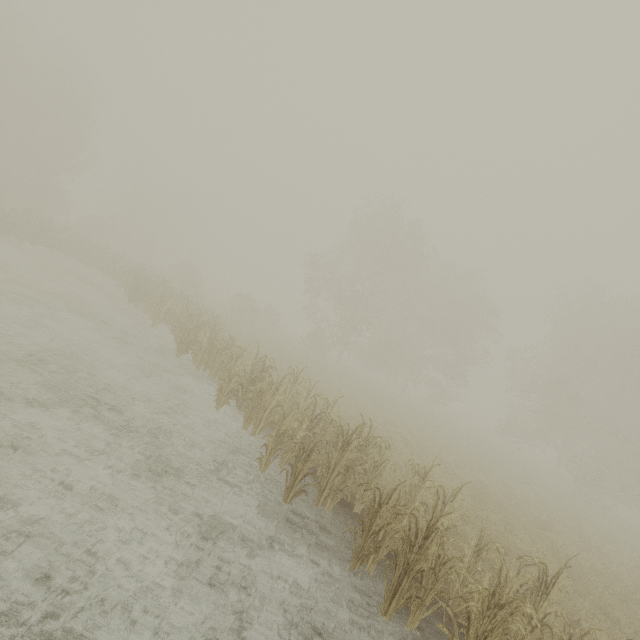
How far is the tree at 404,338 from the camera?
29.7m

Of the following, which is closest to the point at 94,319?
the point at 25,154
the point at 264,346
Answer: the point at 264,346

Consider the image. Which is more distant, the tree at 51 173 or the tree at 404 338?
the tree at 404 338

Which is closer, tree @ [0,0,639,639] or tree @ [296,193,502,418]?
tree @ [0,0,639,639]

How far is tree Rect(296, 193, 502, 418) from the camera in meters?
29.7 m
